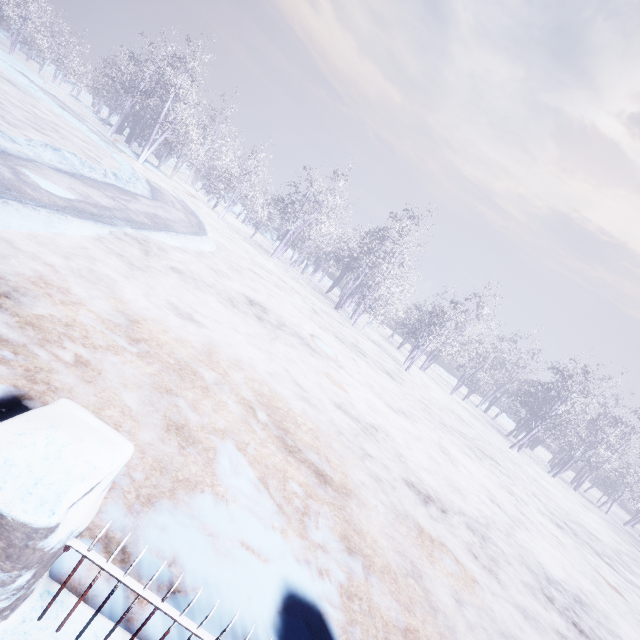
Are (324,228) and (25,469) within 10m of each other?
no
